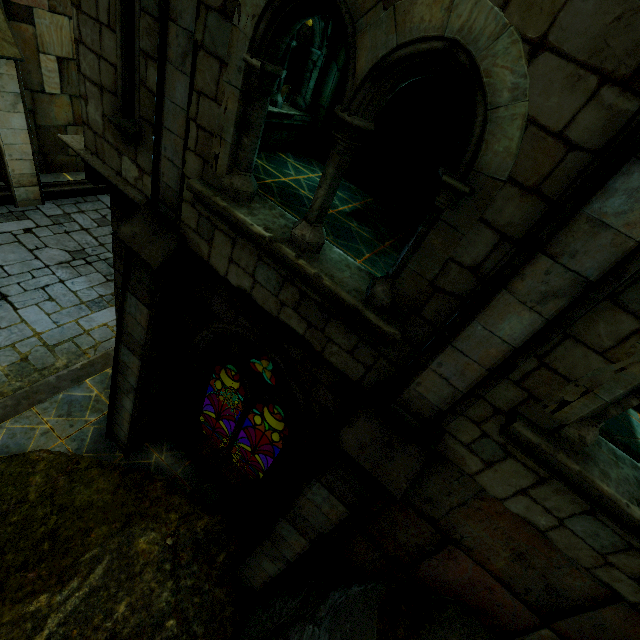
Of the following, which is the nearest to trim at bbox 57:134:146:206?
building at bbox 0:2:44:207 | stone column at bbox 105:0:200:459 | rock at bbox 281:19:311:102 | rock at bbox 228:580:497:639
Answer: stone column at bbox 105:0:200:459

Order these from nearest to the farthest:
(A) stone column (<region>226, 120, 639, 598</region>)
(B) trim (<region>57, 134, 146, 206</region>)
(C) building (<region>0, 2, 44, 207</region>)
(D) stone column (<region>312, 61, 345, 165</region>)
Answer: (A) stone column (<region>226, 120, 639, 598</region>) < (B) trim (<region>57, 134, 146, 206</region>) < (D) stone column (<region>312, 61, 345, 165</region>) < (C) building (<region>0, 2, 44, 207</region>)

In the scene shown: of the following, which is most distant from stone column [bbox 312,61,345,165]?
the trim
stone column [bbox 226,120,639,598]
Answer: stone column [bbox 226,120,639,598]

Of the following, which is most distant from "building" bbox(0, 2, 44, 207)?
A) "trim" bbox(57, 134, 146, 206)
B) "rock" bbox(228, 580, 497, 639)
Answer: "rock" bbox(228, 580, 497, 639)

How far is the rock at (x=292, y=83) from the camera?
12.98m

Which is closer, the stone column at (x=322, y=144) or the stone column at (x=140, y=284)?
the stone column at (x=140, y=284)

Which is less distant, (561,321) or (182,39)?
(561,321)

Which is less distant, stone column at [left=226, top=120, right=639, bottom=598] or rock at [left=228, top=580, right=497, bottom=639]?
stone column at [left=226, top=120, right=639, bottom=598]
